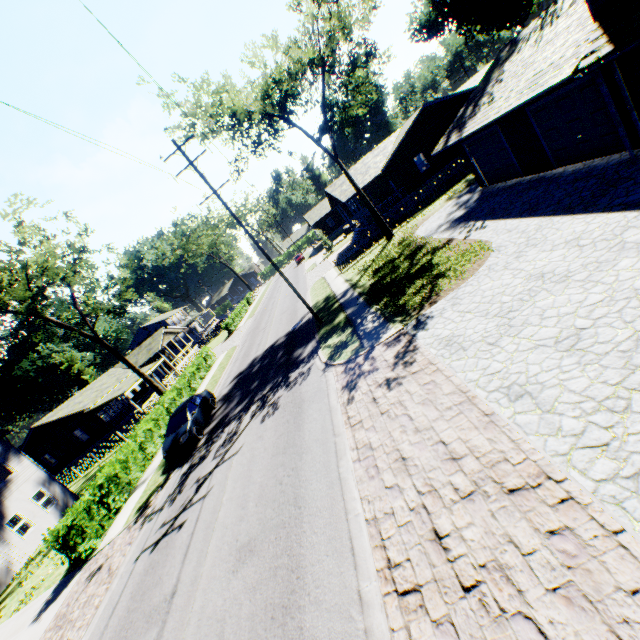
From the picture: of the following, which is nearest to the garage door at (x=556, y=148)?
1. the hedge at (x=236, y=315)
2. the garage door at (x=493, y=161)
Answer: the garage door at (x=493, y=161)

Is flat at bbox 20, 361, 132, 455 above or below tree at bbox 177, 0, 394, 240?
below

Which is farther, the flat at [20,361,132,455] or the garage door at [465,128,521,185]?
the flat at [20,361,132,455]

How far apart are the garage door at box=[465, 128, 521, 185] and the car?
20.90m

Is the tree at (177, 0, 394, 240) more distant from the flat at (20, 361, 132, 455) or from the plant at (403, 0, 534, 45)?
the flat at (20, 361, 132, 455)

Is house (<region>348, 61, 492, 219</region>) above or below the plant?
below

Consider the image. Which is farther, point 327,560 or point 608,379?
point 327,560

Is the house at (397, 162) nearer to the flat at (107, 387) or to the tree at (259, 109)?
the tree at (259, 109)
